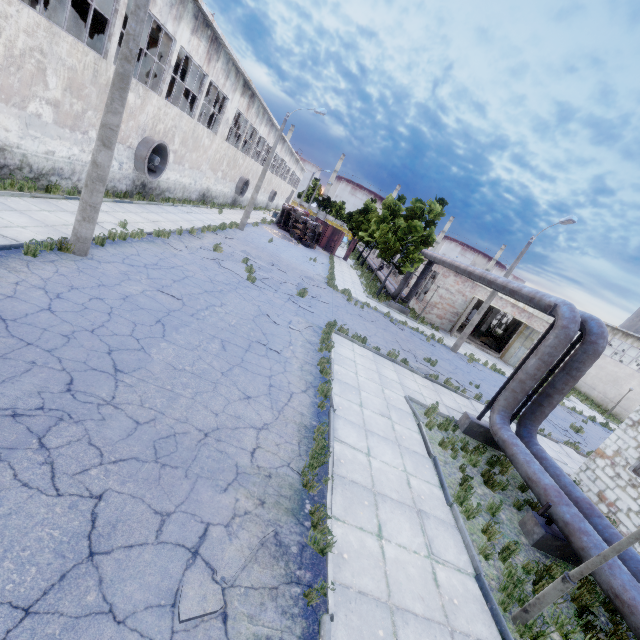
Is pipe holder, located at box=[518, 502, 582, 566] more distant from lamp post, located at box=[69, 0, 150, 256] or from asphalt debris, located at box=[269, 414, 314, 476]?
lamp post, located at box=[69, 0, 150, 256]

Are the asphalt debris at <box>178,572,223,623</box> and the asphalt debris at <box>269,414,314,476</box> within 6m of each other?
yes

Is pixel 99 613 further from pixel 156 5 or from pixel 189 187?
pixel 189 187

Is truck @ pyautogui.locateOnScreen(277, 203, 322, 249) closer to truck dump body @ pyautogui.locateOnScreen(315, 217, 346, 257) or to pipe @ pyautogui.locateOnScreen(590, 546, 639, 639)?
truck dump body @ pyautogui.locateOnScreen(315, 217, 346, 257)

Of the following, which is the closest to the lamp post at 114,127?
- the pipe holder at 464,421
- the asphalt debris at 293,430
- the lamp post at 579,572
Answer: the asphalt debris at 293,430

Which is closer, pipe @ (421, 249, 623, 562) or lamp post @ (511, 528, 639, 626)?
lamp post @ (511, 528, 639, 626)

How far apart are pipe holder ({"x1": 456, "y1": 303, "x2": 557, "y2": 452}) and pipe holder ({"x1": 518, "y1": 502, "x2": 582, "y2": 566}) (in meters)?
3.35

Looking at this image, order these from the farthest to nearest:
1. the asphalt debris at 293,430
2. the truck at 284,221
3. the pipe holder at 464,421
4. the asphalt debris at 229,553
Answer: the truck at 284,221 < the pipe holder at 464,421 < the asphalt debris at 293,430 < the asphalt debris at 229,553
